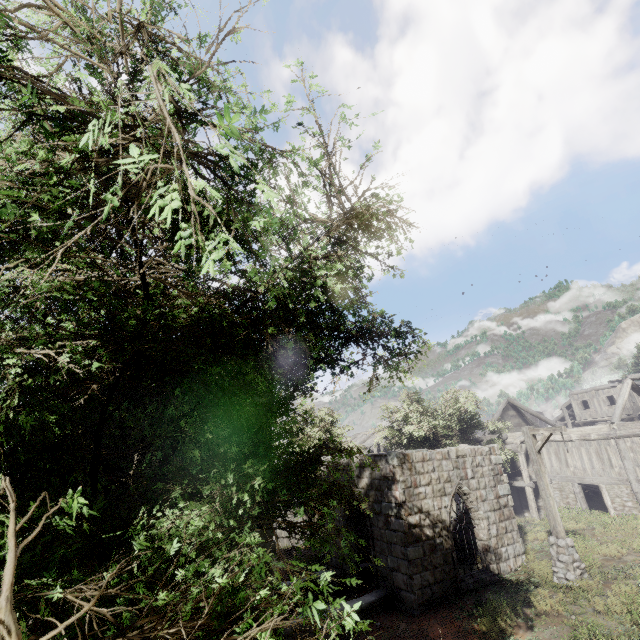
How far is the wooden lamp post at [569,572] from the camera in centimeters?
1016cm

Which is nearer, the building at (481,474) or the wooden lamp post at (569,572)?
the wooden lamp post at (569,572)

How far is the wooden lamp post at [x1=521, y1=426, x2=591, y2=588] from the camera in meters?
10.2 m

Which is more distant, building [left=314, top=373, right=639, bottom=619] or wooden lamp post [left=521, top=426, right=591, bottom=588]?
building [left=314, top=373, right=639, bottom=619]

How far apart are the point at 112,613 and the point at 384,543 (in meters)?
11.91
